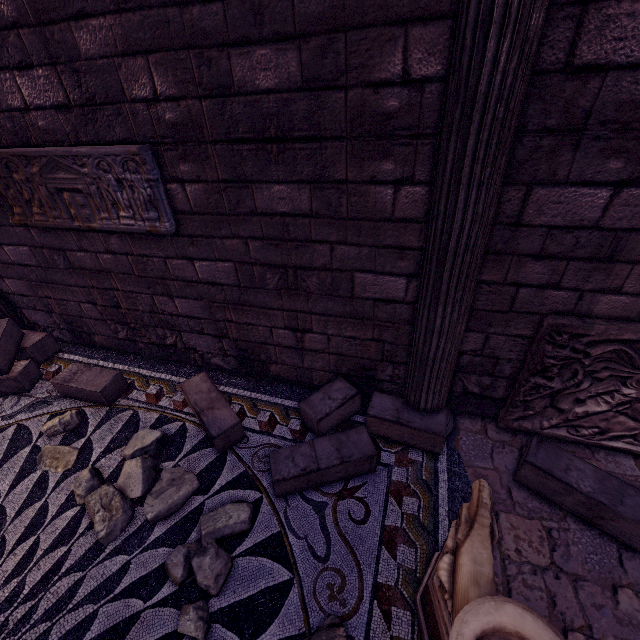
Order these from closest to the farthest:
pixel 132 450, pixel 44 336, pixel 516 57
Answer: pixel 516 57, pixel 132 450, pixel 44 336

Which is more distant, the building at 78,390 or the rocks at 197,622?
the building at 78,390

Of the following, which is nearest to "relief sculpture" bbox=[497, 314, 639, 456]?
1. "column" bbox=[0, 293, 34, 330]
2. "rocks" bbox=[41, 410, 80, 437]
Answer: "rocks" bbox=[41, 410, 80, 437]

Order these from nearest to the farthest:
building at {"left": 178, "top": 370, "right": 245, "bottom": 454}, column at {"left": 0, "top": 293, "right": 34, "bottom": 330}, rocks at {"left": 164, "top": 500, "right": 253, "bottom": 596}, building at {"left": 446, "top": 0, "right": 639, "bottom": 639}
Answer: building at {"left": 446, "top": 0, "right": 639, "bottom": 639}
rocks at {"left": 164, "top": 500, "right": 253, "bottom": 596}
building at {"left": 178, "top": 370, "right": 245, "bottom": 454}
column at {"left": 0, "top": 293, "right": 34, "bottom": 330}

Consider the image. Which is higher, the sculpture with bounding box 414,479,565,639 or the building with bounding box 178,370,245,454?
the sculpture with bounding box 414,479,565,639

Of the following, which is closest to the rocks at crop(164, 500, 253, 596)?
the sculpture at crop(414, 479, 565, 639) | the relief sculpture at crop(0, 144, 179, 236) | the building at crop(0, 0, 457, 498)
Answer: the building at crop(0, 0, 457, 498)

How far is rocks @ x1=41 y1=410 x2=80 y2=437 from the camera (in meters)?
3.18

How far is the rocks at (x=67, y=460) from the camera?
2.9m
